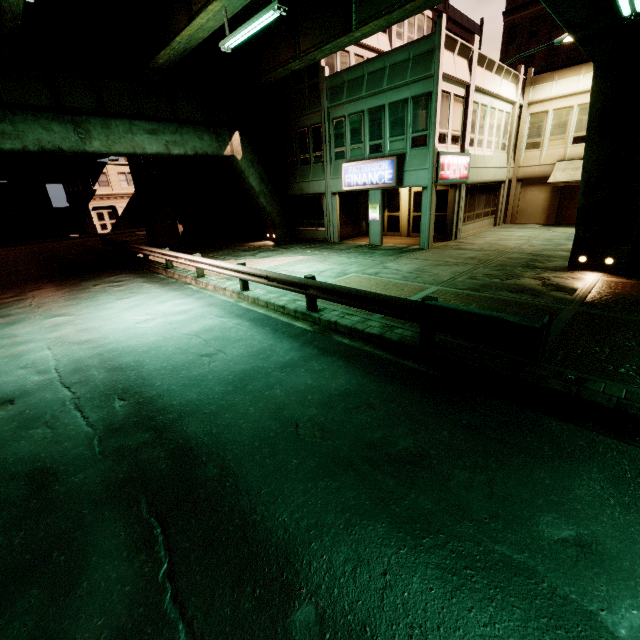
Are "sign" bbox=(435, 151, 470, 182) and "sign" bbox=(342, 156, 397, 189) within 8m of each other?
yes

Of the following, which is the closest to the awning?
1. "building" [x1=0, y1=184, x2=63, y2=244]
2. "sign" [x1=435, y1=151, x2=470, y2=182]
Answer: "sign" [x1=435, y1=151, x2=470, y2=182]

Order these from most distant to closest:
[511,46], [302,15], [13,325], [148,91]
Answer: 1. [511,46]
2. [148,91]
3. [302,15]
4. [13,325]

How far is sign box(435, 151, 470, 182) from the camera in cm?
1530

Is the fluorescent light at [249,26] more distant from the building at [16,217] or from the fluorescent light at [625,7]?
the building at [16,217]

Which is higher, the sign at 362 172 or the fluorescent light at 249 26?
→ the fluorescent light at 249 26

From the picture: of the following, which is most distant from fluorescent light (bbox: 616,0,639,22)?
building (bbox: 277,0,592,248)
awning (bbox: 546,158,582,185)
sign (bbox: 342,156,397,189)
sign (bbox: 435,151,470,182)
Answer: awning (bbox: 546,158,582,185)

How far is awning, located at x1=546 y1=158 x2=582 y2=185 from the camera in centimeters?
1928cm
